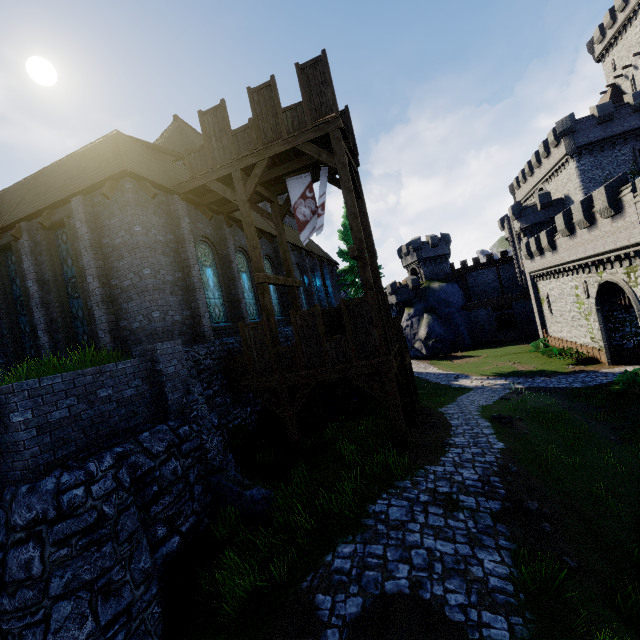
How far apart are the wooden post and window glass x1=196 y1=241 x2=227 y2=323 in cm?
296

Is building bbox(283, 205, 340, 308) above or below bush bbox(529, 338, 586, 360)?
above

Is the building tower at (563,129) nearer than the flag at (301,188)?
No

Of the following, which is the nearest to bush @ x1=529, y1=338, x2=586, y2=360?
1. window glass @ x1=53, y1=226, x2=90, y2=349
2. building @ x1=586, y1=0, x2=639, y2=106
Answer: building @ x1=586, y1=0, x2=639, y2=106

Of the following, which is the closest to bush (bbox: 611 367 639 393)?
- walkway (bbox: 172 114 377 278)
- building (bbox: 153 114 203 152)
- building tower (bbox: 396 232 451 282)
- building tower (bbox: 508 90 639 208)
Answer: walkway (bbox: 172 114 377 278)

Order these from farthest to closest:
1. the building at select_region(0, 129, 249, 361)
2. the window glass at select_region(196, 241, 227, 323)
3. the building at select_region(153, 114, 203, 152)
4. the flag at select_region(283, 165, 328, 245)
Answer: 1. the building at select_region(153, 114, 203, 152)
2. the window glass at select_region(196, 241, 227, 323)
3. the flag at select_region(283, 165, 328, 245)
4. the building at select_region(0, 129, 249, 361)

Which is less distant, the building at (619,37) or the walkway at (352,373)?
the walkway at (352,373)

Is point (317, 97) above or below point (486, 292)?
above
